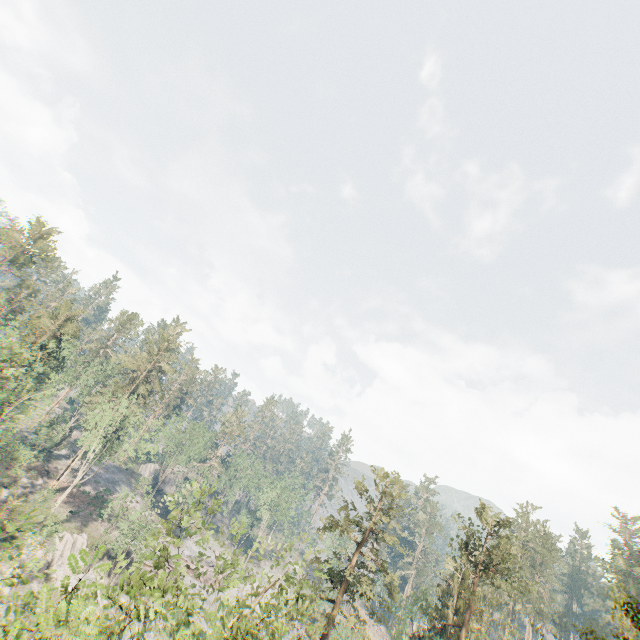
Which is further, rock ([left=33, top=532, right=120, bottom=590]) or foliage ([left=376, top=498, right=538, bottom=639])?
rock ([left=33, top=532, right=120, bottom=590])

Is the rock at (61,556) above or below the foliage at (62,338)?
below

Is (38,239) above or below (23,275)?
above

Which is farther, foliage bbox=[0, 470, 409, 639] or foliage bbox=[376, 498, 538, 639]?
foliage bbox=[376, 498, 538, 639]

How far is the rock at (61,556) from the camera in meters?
37.9 m

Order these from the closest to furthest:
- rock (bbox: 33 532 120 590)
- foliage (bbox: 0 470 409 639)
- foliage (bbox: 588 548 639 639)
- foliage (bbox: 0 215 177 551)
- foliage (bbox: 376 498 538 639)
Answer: foliage (bbox: 0 470 409 639) < foliage (bbox: 588 548 639 639) < foliage (bbox: 376 498 538 639) < foliage (bbox: 0 215 177 551) < rock (bbox: 33 532 120 590)

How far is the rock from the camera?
37.9 meters
